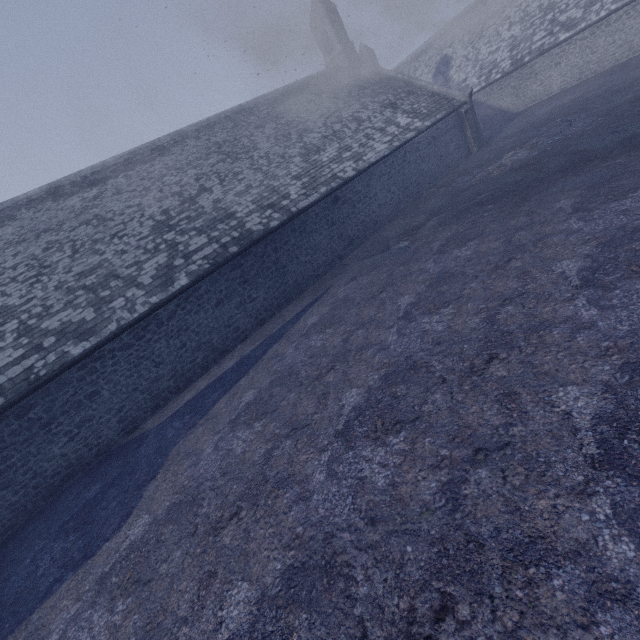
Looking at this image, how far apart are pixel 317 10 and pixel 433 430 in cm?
2723
